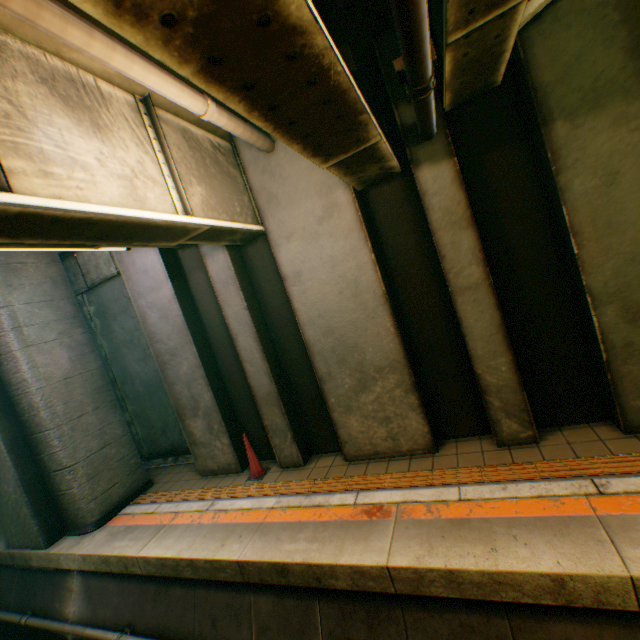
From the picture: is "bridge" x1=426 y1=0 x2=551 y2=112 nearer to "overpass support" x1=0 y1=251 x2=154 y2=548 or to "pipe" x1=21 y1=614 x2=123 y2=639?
"overpass support" x1=0 y1=251 x2=154 y2=548

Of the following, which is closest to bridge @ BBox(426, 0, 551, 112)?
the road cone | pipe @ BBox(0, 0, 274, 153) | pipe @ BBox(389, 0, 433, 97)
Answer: pipe @ BBox(389, 0, 433, 97)

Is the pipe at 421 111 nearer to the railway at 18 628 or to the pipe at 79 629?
the railway at 18 628

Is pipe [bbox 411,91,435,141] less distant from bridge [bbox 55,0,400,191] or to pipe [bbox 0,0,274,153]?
bridge [bbox 55,0,400,191]

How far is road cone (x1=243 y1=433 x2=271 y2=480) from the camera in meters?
6.0

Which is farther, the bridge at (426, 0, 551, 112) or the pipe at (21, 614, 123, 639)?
the pipe at (21, 614, 123, 639)

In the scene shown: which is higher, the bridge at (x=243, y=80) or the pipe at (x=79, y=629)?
the bridge at (x=243, y=80)

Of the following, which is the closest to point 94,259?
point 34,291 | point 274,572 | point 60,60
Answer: point 34,291
